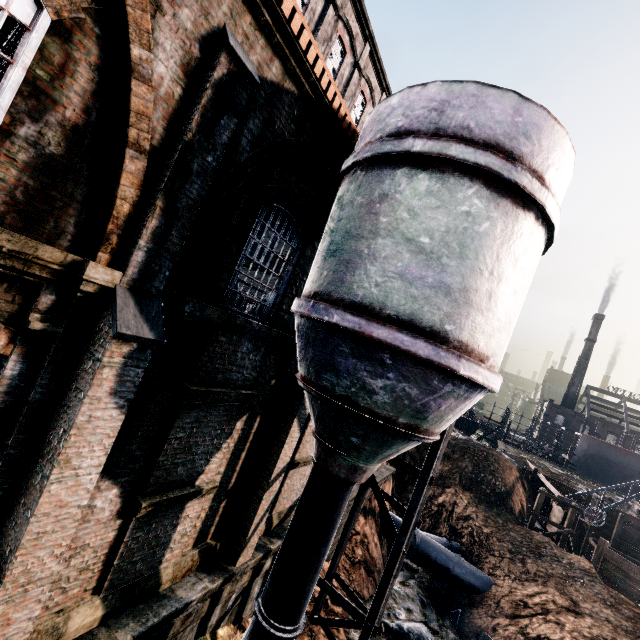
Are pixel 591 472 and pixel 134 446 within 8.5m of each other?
no

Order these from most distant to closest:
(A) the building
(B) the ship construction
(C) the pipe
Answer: (B) the ship construction → (C) the pipe → (A) the building

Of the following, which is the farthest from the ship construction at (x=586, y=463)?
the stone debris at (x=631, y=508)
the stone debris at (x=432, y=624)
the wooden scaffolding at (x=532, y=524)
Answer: the stone debris at (x=432, y=624)

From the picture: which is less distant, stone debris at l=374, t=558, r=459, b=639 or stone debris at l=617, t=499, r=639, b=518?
stone debris at l=374, t=558, r=459, b=639

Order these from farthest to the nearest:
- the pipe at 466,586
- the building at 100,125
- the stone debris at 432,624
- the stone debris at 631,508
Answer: the stone debris at 631,508, the pipe at 466,586, the stone debris at 432,624, the building at 100,125

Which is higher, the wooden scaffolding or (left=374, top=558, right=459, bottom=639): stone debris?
the wooden scaffolding

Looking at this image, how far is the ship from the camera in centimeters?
5753cm

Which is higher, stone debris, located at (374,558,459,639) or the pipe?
the pipe
